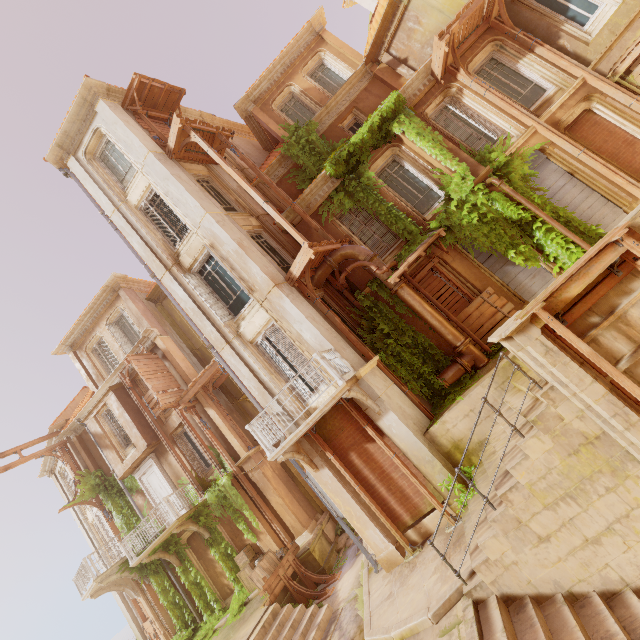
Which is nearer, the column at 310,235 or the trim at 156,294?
the column at 310,235

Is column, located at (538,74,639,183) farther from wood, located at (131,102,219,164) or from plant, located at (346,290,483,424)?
wood, located at (131,102,219,164)

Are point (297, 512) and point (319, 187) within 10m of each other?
no

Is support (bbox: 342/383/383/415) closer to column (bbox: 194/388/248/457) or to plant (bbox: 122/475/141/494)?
plant (bbox: 122/475/141/494)

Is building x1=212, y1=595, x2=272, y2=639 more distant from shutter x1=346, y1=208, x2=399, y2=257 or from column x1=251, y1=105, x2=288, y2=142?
column x1=251, y1=105, x2=288, y2=142

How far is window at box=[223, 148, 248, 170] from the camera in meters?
16.4

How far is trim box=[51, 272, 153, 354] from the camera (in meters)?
17.94

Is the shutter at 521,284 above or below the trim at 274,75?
below
